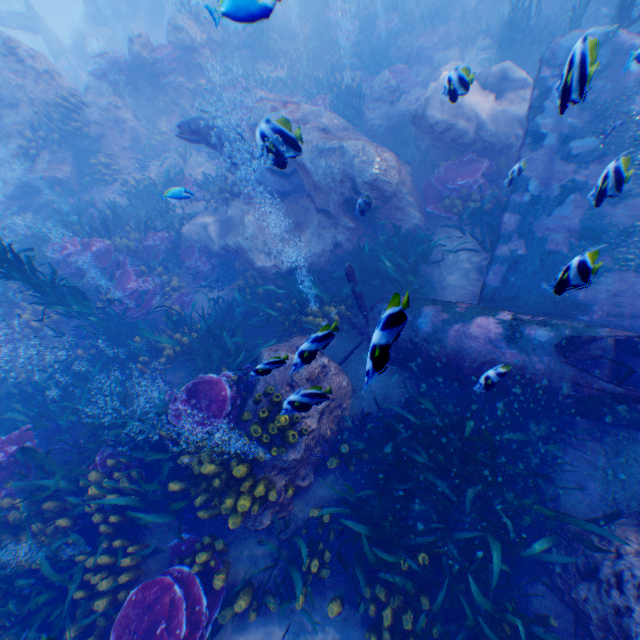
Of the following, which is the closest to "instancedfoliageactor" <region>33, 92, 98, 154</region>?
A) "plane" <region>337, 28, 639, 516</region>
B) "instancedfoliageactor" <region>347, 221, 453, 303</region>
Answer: "plane" <region>337, 28, 639, 516</region>

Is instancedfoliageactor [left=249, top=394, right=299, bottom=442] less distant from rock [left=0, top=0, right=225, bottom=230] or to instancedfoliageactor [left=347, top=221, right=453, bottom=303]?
rock [left=0, top=0, right=225, bottom=230]

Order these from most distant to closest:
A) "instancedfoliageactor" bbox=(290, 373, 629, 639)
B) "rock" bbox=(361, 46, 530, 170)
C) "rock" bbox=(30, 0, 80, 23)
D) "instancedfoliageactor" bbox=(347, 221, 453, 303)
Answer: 1. "rock" bbox=(30, 0, 80, 23)
2. "rock" bbox=(361, 46, 530, 170)
3. "instancedfoliageactor" bbox=(347, 221, 453, 303)
4. "instancedfoliageactor" bbox=(290, 373, 629, 639)

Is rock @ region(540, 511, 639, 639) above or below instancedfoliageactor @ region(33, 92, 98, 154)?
below

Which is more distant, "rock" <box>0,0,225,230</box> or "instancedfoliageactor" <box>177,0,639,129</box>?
"rock" <box>0,0,225,230</box>

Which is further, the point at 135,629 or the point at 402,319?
the point at 135,629

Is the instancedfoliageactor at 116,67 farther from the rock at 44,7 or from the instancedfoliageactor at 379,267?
the instancedfoliageactor at 379,267

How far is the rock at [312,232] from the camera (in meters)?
7.32
